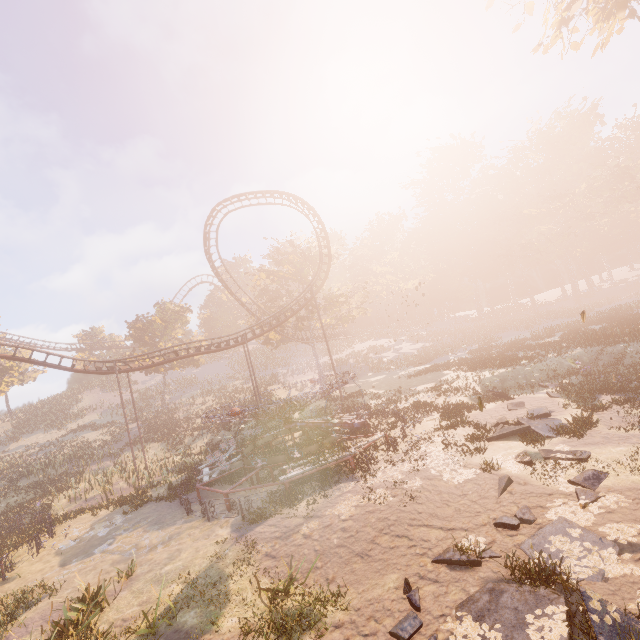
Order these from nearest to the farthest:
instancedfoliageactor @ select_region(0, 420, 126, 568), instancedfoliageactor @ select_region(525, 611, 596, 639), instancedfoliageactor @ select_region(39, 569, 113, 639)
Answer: instancedfoliageactor @ select_region(525, 611, 596, 639) → instancedfoliageactor @ select_region(39, 569, 113, 639) → instancedfoliageactor @ select_region(0, 420, 126, 568)

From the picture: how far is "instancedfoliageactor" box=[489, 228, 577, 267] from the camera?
55.19m

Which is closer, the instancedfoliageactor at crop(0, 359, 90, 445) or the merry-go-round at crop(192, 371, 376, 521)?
the merry-go-round at crop(192, 371, 376, 521)

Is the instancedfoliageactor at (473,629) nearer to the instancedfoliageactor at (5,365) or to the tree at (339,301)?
the instancedfoliageactor at (5,365)

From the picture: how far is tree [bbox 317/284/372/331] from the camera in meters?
39.5

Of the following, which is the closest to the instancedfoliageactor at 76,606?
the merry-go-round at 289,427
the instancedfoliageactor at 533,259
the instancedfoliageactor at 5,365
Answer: the merry-go-round at 289,427

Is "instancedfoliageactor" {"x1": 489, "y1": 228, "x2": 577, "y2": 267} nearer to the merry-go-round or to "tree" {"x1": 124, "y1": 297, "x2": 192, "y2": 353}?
the merry-go-round

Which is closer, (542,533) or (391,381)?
(542,533)
